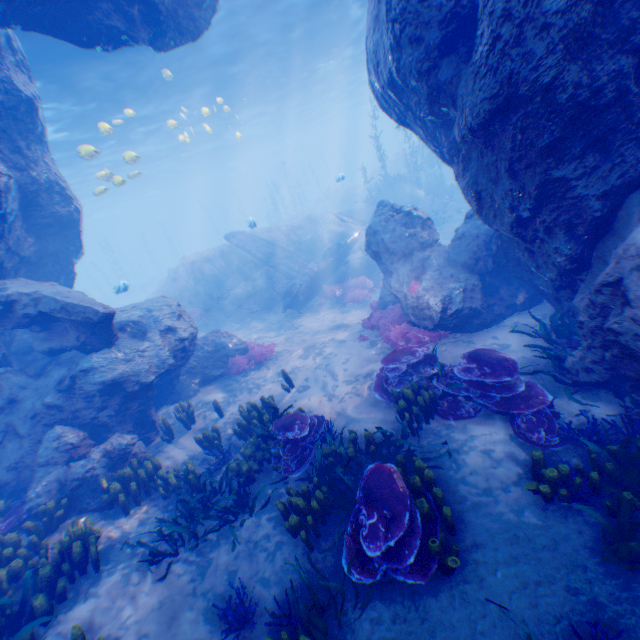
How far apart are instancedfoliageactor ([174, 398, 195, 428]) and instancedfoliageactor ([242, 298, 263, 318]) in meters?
8.4 m

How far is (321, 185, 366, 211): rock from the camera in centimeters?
3641cm

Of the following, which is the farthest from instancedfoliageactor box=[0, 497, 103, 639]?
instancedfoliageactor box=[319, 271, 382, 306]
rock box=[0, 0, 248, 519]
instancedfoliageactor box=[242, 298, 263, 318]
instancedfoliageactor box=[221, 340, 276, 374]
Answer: instancedfoliageactor box=[319, 271, 382, 306]

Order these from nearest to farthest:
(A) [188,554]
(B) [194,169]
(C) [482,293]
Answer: (A) [188,554]
(C) [482,293]
(B) [194,169]

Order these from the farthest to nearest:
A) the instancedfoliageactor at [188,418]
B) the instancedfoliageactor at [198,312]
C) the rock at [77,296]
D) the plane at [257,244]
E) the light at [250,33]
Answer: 1. the instancedfoliageactor at [198,312]
2. the plane at [257,244]
3. the light at [250,33]
4. the instancedfoliageactor at [188,418]
5. the rock at [77,296]

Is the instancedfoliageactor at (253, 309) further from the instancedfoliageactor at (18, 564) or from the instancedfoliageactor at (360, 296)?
the instancedfoliageactor at (18, 564)

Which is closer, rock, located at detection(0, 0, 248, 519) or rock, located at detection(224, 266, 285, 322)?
rock, located at detection(0, 0, 248, 519)

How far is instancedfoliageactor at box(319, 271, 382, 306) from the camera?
15.2 meters
